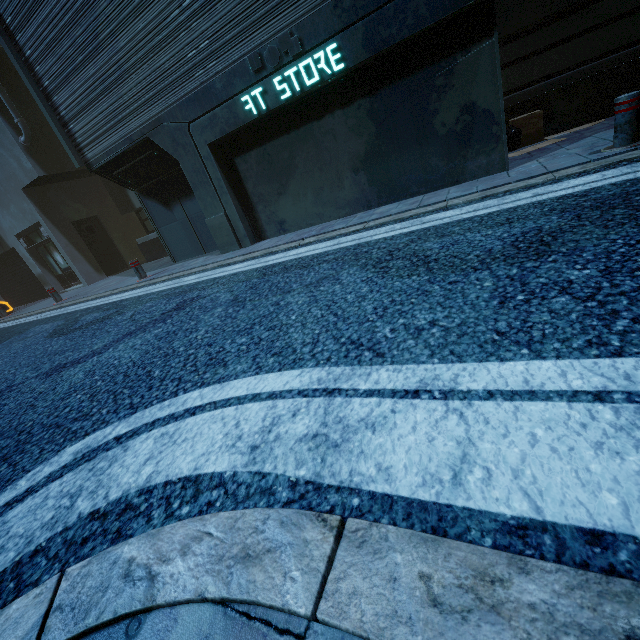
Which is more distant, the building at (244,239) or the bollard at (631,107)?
the building at (244,239)

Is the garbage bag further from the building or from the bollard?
the bollard

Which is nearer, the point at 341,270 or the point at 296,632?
the point at 296,632

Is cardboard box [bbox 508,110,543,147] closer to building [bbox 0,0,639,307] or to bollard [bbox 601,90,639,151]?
building [bbox 0,0,639,307]

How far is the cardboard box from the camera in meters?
6.3 m

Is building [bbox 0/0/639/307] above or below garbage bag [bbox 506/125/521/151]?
above

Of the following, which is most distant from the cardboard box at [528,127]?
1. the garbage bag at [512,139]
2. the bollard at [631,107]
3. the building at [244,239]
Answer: the bollard at [631,107]

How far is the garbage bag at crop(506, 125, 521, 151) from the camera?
6.4 meters
